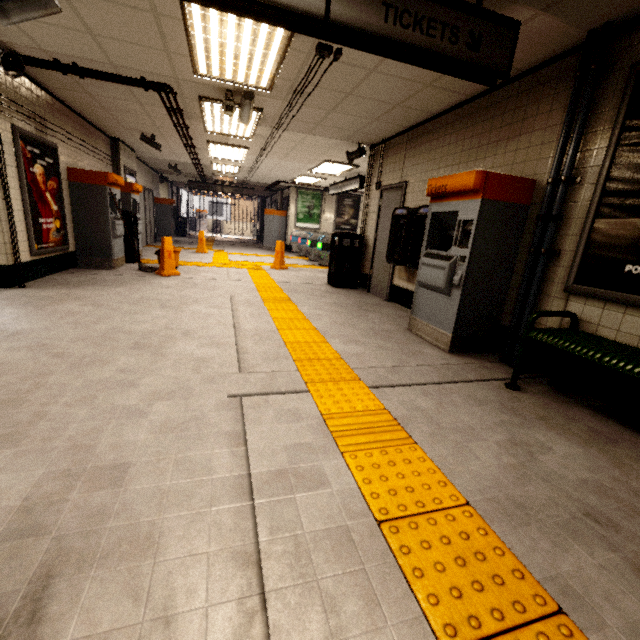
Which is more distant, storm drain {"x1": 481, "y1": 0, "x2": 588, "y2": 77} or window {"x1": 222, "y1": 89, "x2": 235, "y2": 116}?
window {"x1": 222, "y1": 89, "x2": 235, "y2": 116}

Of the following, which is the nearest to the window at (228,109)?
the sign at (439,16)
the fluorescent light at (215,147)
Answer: the sign at (439,16)

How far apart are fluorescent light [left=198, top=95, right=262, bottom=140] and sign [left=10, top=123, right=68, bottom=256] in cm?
246

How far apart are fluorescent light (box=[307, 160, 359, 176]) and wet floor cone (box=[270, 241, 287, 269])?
2.4m

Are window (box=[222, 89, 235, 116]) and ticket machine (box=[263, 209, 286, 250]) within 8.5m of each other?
no

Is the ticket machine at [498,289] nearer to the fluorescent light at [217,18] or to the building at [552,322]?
the building at [552,322]

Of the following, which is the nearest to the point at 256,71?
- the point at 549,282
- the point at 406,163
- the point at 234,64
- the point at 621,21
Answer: the point at 234,64

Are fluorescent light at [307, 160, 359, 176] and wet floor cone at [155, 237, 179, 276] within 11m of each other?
yes
